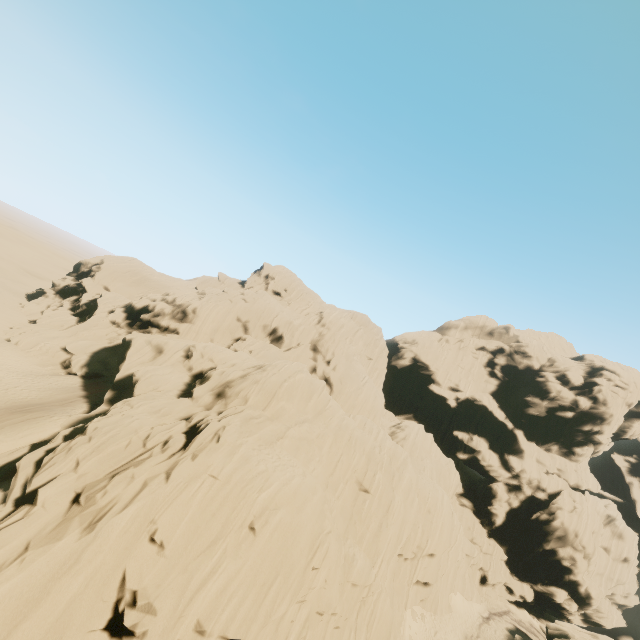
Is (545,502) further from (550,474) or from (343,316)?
(343,316)
